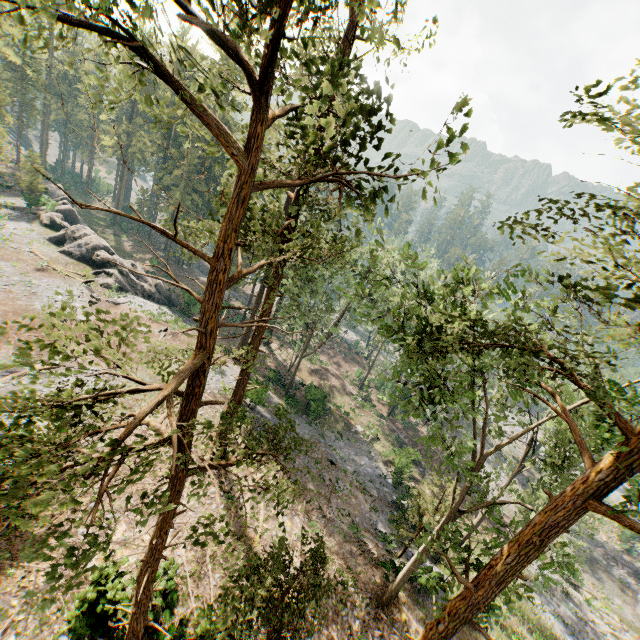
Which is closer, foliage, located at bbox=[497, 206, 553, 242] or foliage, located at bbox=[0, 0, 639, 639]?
foliage, located at bbox=[0, 0, 639, 639]

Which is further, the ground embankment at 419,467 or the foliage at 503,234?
the ground embankment at 419,467

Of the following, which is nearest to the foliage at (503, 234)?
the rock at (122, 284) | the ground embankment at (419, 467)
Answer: the rock at (122, 284)

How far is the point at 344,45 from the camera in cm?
1230

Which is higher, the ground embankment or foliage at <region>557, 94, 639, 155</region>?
foliage at <region>557, 94, 639, 155</region>

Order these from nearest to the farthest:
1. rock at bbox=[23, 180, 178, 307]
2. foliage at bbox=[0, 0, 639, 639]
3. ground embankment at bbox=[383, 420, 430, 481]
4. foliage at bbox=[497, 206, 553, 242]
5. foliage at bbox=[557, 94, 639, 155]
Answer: foliage at bbox=[0, 0, 639, 639]
foliage at bbox=[557, 94, 639, 155]
foliage at bbox=[497, 206, 553, 242]
ground embankment at bbox=[383, 420, 430, 481]
rock at bbox=[23, 180, 178, 307]

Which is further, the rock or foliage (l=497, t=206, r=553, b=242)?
the rock

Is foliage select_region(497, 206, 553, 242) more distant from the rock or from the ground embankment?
the ground embankment
